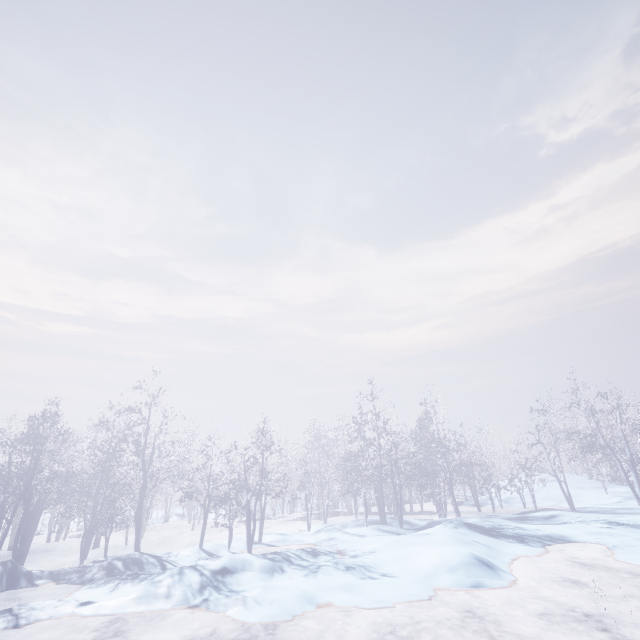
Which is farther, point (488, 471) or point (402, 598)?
point (488, 471)
